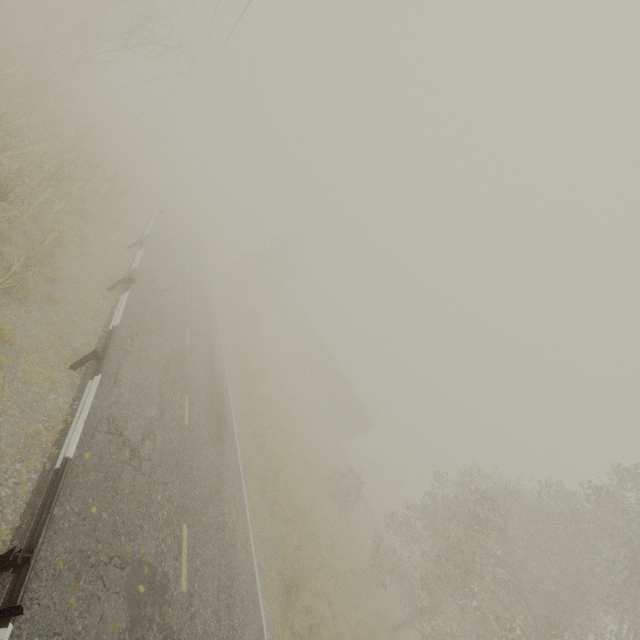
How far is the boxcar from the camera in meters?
37.9 m

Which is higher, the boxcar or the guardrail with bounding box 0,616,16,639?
the boxcar

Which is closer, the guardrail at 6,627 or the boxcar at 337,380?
the guardrail at 6,627

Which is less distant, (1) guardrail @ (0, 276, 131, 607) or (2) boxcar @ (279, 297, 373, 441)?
(1) guardrail @ (0, 276, 131, 607)

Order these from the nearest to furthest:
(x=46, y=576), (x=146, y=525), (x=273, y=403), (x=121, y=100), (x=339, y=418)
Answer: (x=46, y=576), (x=146, y=525), (x=273, y=403), (x=339, y=418), (x=121, y=100)
